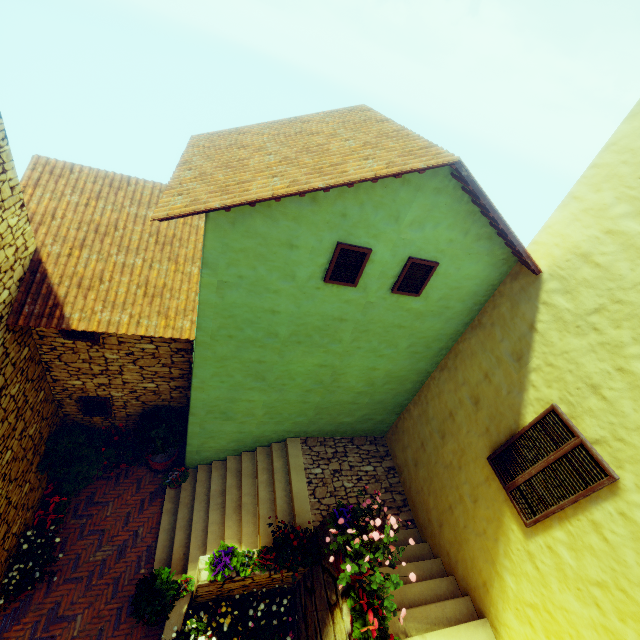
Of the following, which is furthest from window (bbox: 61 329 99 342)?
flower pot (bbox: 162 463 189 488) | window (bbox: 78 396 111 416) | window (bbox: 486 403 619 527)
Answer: window (bbox: 486 403 619 527)

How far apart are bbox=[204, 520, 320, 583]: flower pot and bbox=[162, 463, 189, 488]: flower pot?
2.7m

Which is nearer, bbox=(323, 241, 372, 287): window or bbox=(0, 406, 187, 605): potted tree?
bbox=(323, 241, 372, 287): window

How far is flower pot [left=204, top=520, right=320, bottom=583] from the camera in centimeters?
538cm

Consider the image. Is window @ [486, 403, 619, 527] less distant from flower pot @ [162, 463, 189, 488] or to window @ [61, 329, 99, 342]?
flower pot @ [162, 463, 189, 488]

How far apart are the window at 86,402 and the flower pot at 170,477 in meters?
2.0

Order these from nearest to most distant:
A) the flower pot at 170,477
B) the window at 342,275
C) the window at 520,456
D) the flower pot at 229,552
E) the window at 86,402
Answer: the window at 520,456, the window at 342,275, the flower pot at 229,552, the window at 86,402, the flower pot at 170,477

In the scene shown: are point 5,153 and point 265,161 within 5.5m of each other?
yes
